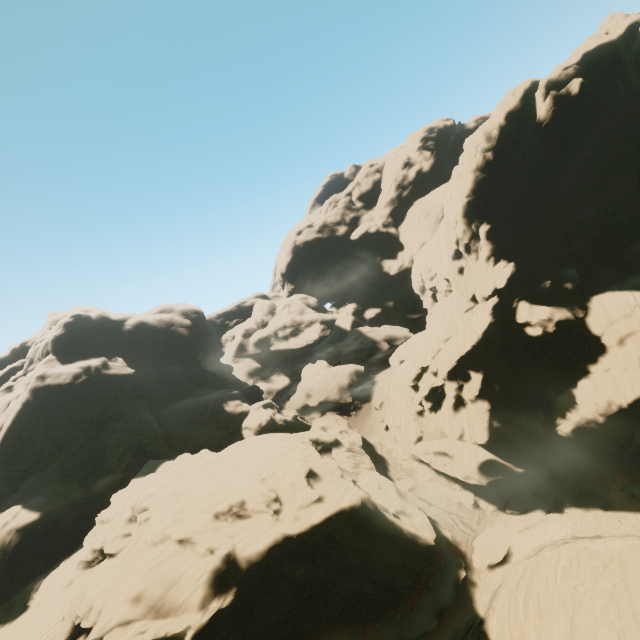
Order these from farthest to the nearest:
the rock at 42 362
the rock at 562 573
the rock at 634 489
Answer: the rock at 634 489 → the rock at 42 362 → the rock at 562 573

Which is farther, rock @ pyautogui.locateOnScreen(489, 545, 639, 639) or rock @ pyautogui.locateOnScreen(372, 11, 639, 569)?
rock @ pyautogui.locateOnScreen(372, 11, 639, 569)

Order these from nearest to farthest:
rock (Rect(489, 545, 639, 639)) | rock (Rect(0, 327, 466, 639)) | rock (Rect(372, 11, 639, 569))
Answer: rock (Rect(489, 545, 639, 639))
rock (Rect(0, 327, 466, 639))
rock (Rect(372, 11, 639, 569))

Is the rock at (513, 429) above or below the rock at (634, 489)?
above

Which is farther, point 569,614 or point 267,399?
point 267,399
